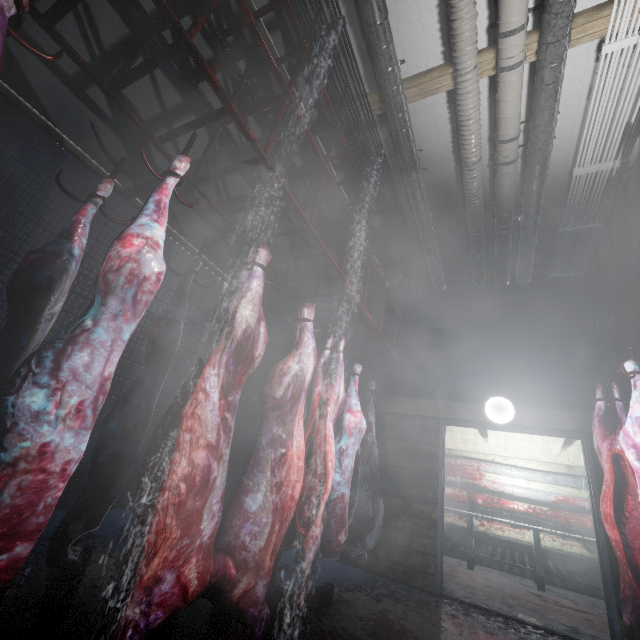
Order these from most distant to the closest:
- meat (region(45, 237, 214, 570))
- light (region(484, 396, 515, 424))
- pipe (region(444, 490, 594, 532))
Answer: pipe (region(444, 490, 594, 532)) < light (region(484, 396, 515, 424)) < meat (region(45, 237, 214, 570))

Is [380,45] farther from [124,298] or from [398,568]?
[398,568]

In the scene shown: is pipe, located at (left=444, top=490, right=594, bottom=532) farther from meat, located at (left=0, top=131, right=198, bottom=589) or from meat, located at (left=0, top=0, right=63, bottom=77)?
meat, located at (left=0, top=0, right=63, bottom=77)

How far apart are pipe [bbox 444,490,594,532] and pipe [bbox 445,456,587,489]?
0.43m

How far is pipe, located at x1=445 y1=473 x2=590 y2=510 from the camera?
5.70m

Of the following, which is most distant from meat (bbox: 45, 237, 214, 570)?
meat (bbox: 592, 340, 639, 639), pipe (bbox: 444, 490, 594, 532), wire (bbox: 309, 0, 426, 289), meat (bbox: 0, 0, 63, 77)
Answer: pipe (bbox: 444, 490, 594, 532)

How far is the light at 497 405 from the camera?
3.76m

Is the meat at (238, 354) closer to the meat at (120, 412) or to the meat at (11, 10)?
the meat at (120, 412)
